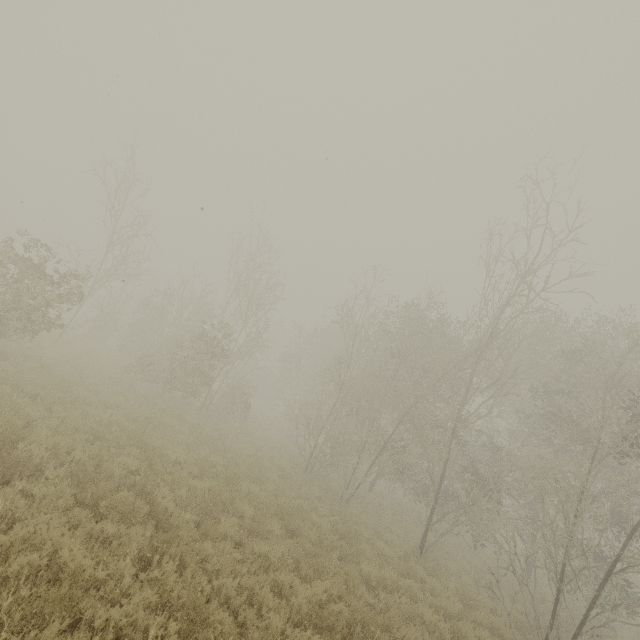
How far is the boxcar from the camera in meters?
48.8

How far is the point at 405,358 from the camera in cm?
1767

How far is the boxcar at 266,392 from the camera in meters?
48.8

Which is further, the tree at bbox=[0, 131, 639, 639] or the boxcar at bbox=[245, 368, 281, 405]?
the boxcar at bbox=[245, 368, 281, 405]

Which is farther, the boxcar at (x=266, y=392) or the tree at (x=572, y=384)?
the boxcar at (x=266, y=392)
